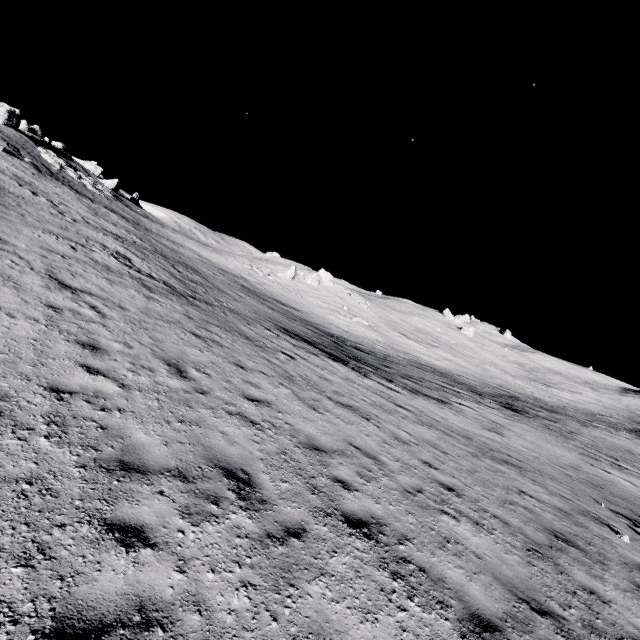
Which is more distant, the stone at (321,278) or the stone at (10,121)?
the stone at (321,278)

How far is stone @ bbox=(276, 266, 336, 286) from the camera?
50.7 meters

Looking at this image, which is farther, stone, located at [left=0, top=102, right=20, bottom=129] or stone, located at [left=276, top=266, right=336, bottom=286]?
stone, located at [left=276, top=266, right=336, bottom=286]

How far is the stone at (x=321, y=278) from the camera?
50.69m

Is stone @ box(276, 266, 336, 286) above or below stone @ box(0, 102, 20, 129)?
below

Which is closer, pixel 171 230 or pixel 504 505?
pixel 504 505
